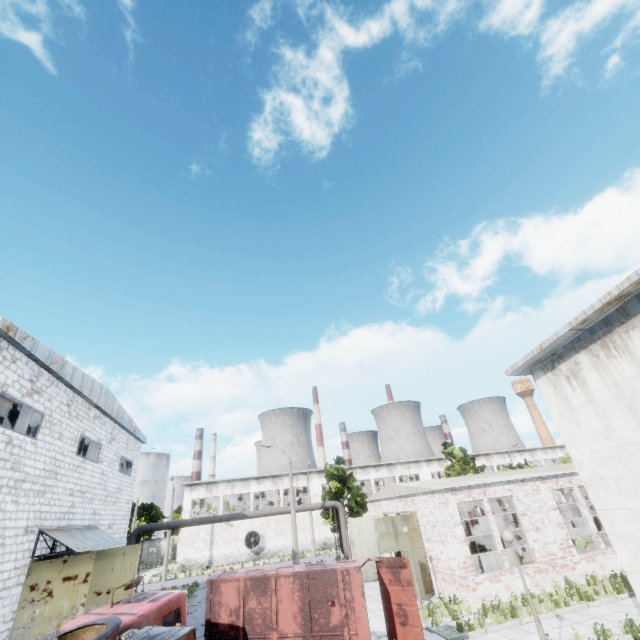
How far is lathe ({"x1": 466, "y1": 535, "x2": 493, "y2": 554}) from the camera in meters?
26.2

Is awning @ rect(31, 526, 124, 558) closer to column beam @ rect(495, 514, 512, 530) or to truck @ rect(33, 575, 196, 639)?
truck @ rect(33, 575, 196, 639)

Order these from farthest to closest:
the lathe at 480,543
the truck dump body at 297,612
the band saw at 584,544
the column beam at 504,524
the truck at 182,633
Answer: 1. the lathe at 480,543
2. the column beam at 504,524
3. the band saw at 584,544
4. the truck dump body at 297,612
5. the truck at 182,633

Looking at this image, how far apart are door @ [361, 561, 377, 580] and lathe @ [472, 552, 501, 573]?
7.5 meters

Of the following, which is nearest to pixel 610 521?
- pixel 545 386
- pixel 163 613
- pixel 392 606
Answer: pixel 545 386

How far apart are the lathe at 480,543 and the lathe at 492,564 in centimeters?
958cm

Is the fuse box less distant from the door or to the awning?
the door

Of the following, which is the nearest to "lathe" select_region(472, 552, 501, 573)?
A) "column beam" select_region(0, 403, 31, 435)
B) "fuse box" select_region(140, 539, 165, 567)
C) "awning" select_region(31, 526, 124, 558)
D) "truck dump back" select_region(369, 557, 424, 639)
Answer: "truck dump back" select_region(369, 557, 424, 639)
